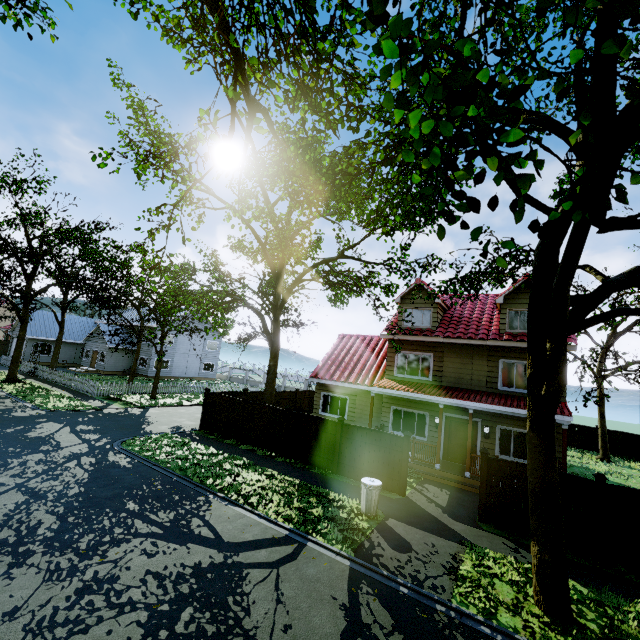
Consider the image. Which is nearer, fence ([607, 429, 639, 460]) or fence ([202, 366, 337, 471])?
fence ([202, 366, 337, 471])

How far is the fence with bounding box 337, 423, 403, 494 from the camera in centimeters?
1191cm

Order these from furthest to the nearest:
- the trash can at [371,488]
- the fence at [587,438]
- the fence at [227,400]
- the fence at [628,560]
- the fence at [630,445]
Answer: the fence at [587,438] → the fence at [630,445] → the fence at [227,400] → the trash can at [371,488] → the fence at [628,560]

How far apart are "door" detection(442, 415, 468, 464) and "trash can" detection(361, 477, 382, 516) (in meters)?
6.88

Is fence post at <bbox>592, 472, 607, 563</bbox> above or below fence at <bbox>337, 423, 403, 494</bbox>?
above

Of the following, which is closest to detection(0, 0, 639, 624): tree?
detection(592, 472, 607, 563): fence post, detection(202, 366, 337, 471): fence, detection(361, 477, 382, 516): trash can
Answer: detection(202, 366, 337, 471): fence

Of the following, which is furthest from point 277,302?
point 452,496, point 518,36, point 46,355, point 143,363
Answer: point 46,355

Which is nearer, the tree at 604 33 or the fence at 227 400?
the tree at 604 33
